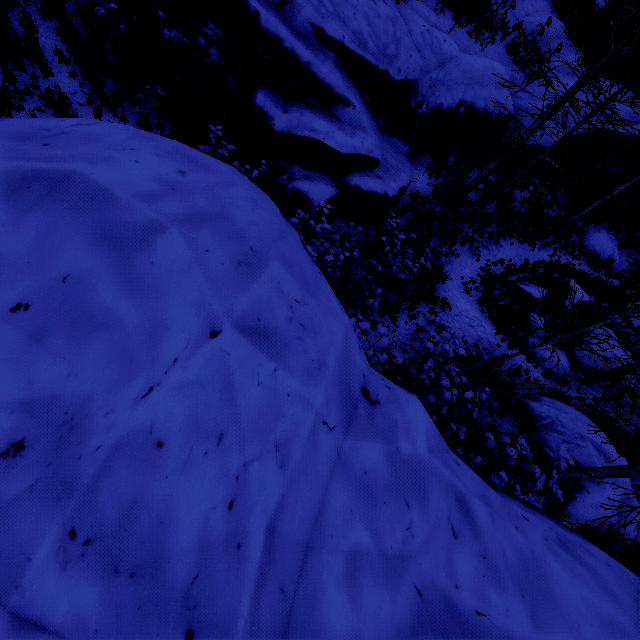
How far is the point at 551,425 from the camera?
8.0m

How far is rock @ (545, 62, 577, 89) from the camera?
14.98m

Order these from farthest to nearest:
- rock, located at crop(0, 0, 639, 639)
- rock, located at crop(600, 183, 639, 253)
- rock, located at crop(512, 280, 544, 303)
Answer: rock, located at crop(600, 183, 639, 253) → rock, located at crop(512, 280, 544, 303) → rock, located at crop(0, 0, 639, 639)

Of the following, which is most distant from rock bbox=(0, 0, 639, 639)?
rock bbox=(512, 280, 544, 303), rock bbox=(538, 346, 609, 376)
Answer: rock bbox=(512, 280, 544, 303)

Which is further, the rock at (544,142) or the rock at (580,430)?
the rock at (544,142)

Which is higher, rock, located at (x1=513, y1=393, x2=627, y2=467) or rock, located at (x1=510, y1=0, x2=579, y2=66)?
rock, located at (x1=510, y1=0, x2=579, y2=66)

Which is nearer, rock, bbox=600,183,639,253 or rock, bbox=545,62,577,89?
rock, bbox=545,62,577,89

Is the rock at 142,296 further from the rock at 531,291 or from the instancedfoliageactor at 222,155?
the rock at 531,291
